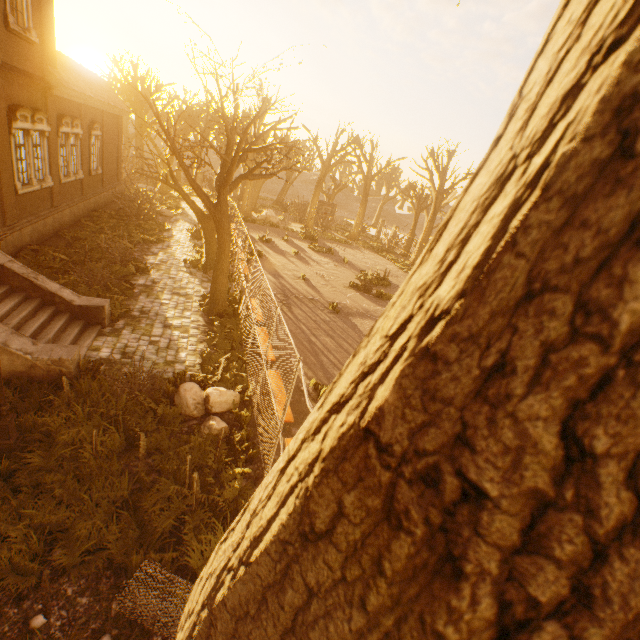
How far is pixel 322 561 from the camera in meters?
0.6 m

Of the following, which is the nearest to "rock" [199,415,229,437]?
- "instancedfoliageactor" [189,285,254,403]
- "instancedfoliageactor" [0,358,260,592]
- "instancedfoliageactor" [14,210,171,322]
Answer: "instancedfoliageactor" [0,358,260,592]

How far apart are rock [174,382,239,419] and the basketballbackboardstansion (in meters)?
21.78

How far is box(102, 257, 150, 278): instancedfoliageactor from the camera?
12.6m

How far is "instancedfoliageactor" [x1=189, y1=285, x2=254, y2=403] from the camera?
8.3 meters

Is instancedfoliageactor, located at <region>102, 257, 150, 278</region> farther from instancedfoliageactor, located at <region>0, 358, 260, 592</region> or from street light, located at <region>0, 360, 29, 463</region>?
street light, located at <region>0, 360, 29, 463</region>

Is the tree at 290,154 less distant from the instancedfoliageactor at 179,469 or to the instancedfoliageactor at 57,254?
the instancedfoliageactor at 179,469

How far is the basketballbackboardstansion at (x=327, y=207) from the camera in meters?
27.0
